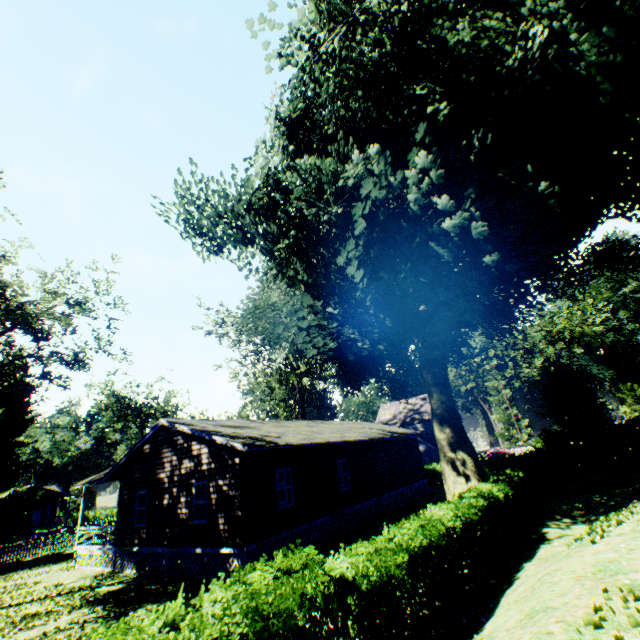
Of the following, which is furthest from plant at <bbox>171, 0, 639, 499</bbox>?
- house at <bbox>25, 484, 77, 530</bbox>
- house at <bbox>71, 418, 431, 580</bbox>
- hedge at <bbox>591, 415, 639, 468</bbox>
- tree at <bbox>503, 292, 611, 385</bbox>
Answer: tree at <bbox>503, 292, 611, 385</bbox>

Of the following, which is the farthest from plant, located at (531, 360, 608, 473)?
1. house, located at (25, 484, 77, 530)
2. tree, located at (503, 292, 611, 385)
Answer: tree, located at (503, 292, 611, 385)

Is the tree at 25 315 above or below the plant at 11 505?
above

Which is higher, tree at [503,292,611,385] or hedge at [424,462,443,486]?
tree at [503,292,611,385]

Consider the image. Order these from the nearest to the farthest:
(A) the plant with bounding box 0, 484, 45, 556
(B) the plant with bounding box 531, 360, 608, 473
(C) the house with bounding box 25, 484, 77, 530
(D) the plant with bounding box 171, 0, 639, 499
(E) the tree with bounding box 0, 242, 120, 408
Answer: (D) the plant with bounding box 171, 0, 639, 499 < (E) the tree with bounding box 0, 242, 120, 408 < (A) the plant with bounding box 0, 484, 45, 556 < (B) the plant with bounding box 531, 360, 608, 473 < (C) the house with bounding box 25, 484, 77, 530

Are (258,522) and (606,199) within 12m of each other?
→ no

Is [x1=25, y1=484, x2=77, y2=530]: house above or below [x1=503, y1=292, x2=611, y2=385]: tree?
below

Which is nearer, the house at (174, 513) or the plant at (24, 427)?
the house at (174, 513)
